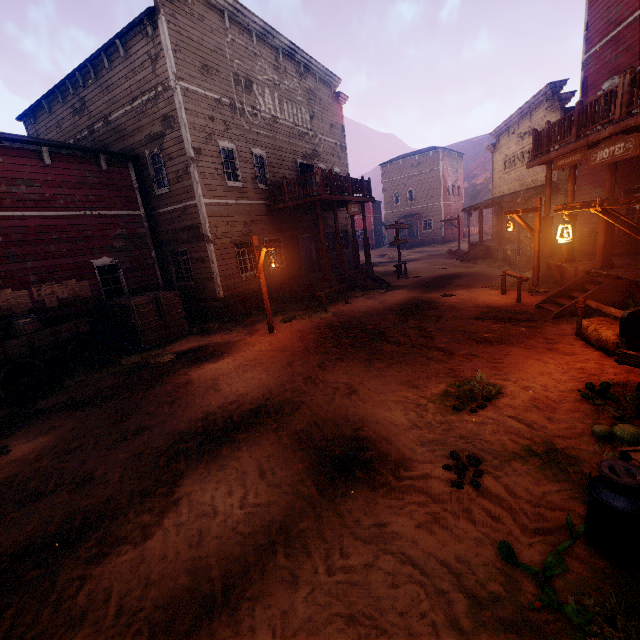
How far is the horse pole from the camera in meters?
6.4

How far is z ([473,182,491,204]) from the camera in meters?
57.2 m

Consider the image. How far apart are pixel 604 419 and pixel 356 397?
3.8m

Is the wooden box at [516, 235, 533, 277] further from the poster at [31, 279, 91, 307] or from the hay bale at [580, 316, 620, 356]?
the poster at [31, 279, 91, 307]

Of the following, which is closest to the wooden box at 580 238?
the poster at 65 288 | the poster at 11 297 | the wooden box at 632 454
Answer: the wooden box at 632 454

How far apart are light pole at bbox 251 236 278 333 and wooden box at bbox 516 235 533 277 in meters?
11.4

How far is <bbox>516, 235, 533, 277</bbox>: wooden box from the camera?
14.6m

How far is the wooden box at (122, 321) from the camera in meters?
11.2 m
